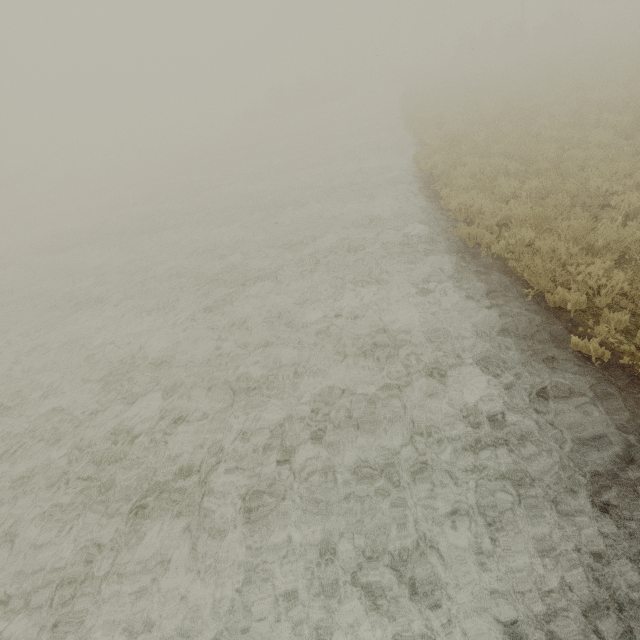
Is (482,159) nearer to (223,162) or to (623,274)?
(623,274)
